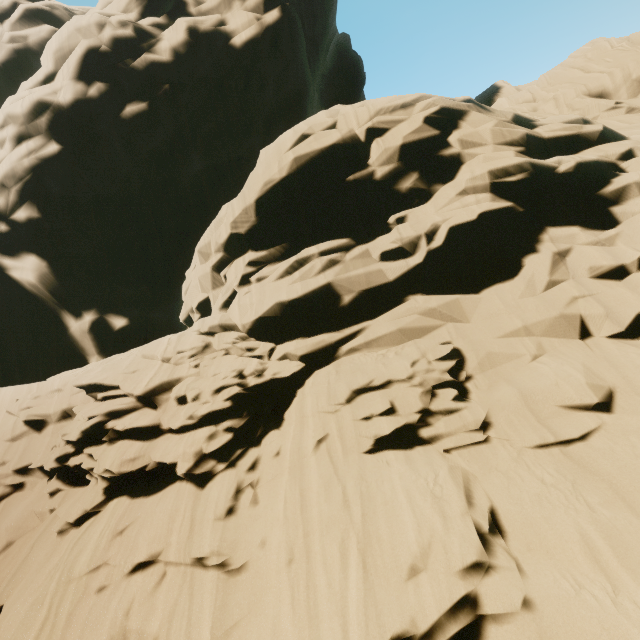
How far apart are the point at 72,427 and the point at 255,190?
11.74m
